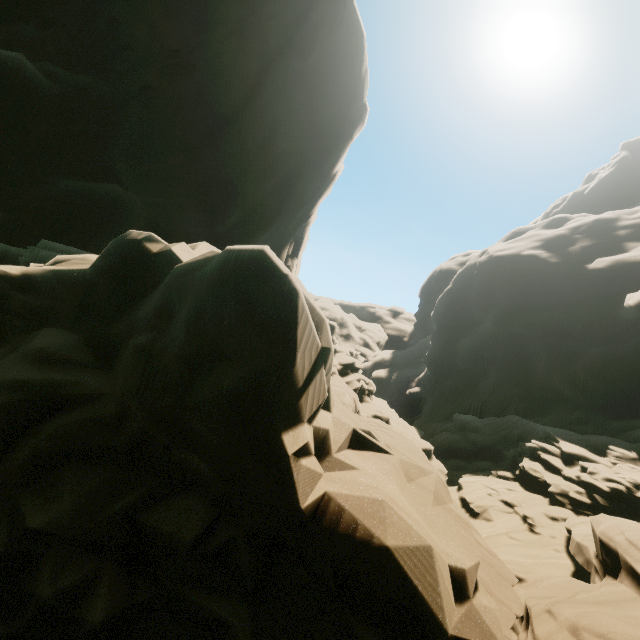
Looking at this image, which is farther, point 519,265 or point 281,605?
point 519,265
